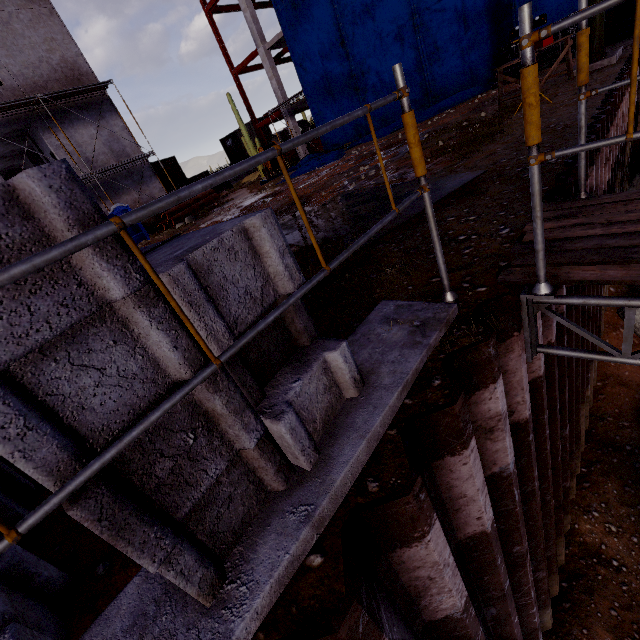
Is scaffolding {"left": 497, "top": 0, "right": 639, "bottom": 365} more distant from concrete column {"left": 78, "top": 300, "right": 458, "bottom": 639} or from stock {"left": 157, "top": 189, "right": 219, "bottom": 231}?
stock {"left": 157, "top": 189, "right": 219, "bottom": 231}

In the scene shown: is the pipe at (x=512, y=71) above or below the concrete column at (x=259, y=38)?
below

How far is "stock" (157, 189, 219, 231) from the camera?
18.6 meters

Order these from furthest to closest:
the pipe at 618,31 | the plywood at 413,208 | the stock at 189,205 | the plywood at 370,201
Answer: the stock at 189,205 → the pipe at 618,31 → the plywood at 370,201 → the plywood at 413,208

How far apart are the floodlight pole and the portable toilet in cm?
1992

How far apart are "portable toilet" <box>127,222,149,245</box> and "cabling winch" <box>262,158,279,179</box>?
9.0 meters

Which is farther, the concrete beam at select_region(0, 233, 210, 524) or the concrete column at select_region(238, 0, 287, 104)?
the concrete column at select_region(238, 0, 287, 104)

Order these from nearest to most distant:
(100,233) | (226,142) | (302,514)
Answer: (100,233), (302,514), (226,142)
